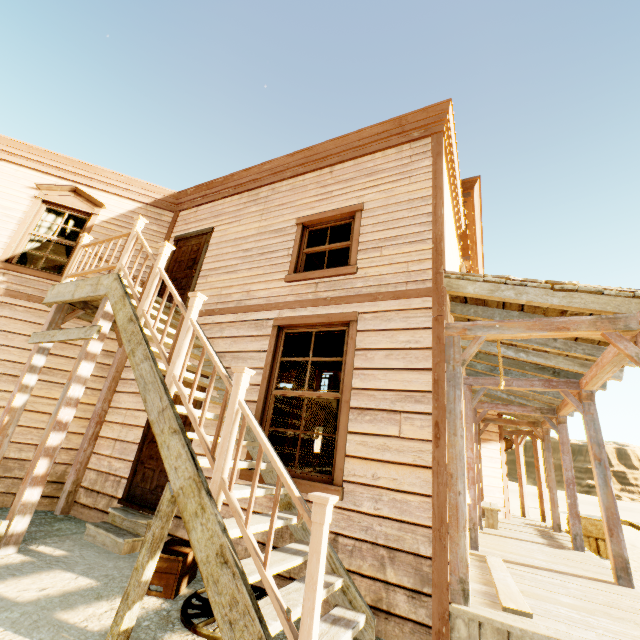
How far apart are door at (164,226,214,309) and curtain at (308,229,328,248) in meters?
2.3

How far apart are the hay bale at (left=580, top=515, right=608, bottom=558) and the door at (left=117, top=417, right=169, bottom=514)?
9.95m

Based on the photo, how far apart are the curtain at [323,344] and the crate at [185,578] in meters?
2.4 m

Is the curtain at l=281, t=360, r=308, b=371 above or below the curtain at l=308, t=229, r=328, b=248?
below

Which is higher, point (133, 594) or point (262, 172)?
point (262, 172)

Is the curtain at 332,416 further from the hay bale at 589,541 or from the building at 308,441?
the hay bale at 589,541

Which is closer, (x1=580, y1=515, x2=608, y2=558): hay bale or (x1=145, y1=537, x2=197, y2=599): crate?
(x1=145, y1=537, x2=197, y2=599): crate

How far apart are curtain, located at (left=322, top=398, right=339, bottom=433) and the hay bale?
8.8m
